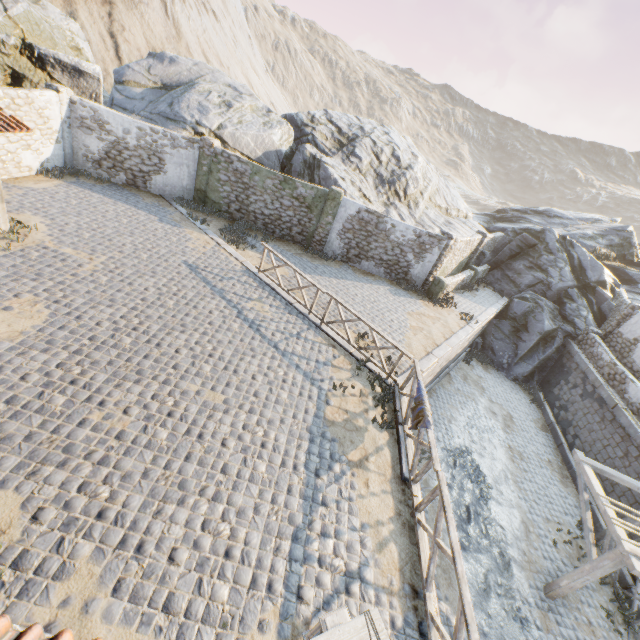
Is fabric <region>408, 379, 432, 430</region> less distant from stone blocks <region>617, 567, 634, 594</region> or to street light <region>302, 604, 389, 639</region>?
stone blocks <region>617, 567, 634, 594</region>

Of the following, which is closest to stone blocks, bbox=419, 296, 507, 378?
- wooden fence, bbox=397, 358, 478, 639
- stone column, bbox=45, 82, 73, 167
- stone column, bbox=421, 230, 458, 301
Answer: wooden fence, bbox=397, 358, 478, 639

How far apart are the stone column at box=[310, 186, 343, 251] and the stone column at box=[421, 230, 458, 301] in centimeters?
510cm

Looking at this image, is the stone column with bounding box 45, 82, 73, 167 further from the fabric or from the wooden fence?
the fabric

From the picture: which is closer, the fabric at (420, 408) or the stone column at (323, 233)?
the fabric at (420, 408)

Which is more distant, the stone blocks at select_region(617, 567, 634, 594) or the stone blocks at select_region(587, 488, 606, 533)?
the stone blocks at select_region(587, 488, 606, 533)

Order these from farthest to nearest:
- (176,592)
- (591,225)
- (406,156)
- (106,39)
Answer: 1. (106,39)
2. (591,225)
3. (406,156)
4. (176,592)

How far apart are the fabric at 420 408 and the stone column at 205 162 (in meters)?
13.54
